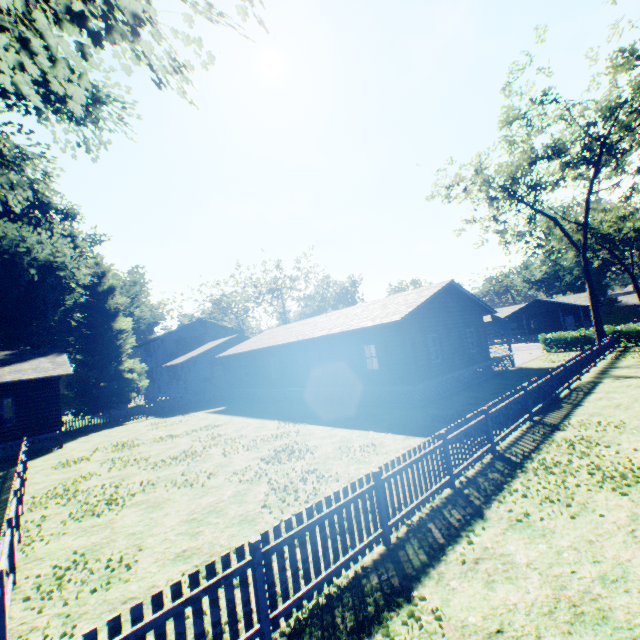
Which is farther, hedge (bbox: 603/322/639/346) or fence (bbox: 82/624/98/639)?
hedge (bbox: 603/322/639/346)

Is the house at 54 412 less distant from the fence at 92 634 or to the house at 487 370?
the fence at 92 634

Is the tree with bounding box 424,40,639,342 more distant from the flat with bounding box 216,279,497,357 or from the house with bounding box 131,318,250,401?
the house with bounding box 131,318,250,401

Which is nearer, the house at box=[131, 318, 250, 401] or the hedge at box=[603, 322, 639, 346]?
the hedge at box=[603, 322, 639, 346]

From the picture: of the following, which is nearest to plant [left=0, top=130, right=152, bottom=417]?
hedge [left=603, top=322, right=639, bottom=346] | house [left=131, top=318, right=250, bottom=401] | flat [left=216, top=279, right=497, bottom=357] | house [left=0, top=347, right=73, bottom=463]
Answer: house [left=0, top=347, right=73, bottom=463]

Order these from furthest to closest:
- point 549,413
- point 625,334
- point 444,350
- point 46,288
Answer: point 46,288, point 625,334, point 444,350, point 549,413

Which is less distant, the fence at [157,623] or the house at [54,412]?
the fence at [157,623]

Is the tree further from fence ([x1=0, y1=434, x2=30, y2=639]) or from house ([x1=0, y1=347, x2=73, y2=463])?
house ([x1=0, y1=347, x2=73, y2=463])
